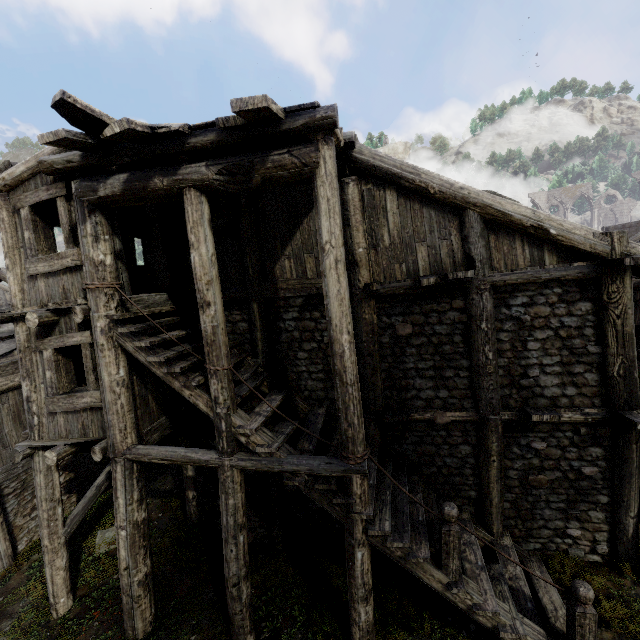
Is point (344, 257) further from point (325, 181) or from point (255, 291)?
point (255, 291)
